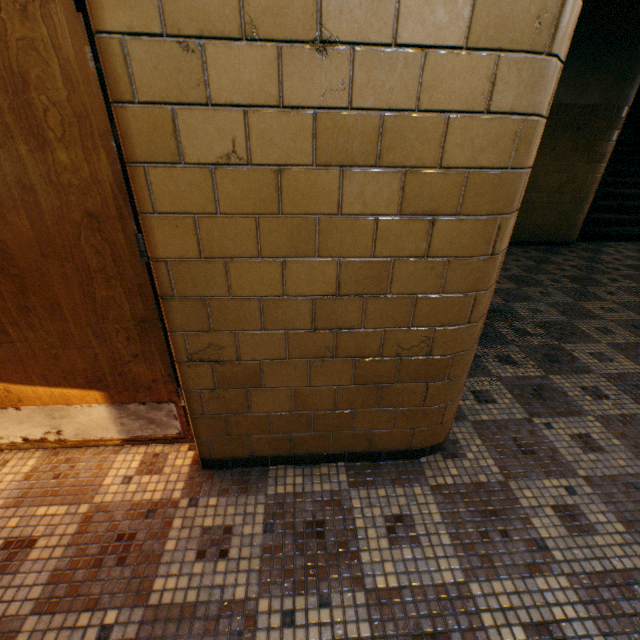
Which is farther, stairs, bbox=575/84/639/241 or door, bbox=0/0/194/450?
stairs, bbox=575/84/639/241

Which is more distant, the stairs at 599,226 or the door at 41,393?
the stairs at 599,226

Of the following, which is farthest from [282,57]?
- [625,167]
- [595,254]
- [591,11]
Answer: [625,167]
